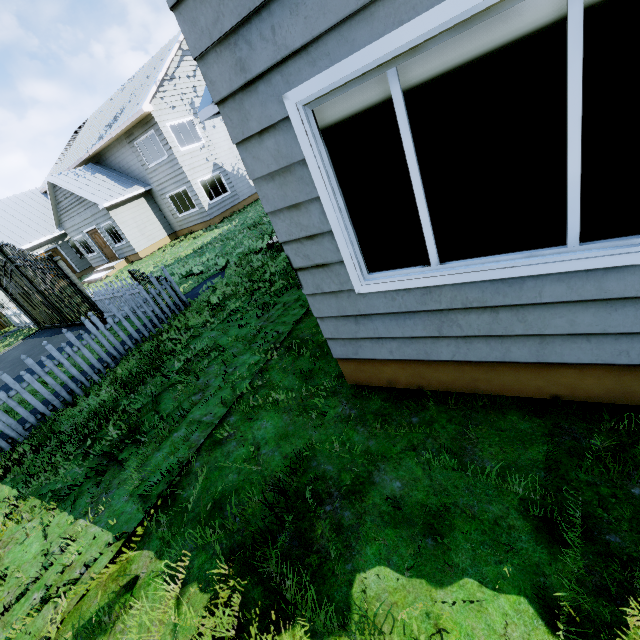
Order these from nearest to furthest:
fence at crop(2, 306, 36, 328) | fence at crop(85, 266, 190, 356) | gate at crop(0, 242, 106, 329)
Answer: fence at crop(85, 266, 190, 356) → gate at crop(0, 242, 106, 329) → fence at crop(2, 306, 36, 328)

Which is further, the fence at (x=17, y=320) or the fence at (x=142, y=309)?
the fence at (x=17, y=320)

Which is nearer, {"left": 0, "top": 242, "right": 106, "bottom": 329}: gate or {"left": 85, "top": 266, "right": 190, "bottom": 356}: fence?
{"left": 85, "top": 266, "right": 190, "bottom": 356}: fence

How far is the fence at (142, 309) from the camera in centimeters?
675cm

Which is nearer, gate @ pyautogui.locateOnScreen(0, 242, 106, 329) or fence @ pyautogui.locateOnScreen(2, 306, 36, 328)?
gate @ pyautogui.locateOnScreen(0, 242, 106, 329)

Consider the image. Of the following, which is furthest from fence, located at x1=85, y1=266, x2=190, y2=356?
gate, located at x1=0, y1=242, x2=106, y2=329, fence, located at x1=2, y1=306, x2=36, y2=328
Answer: gate, located at x1=0, y1=242, x2=106, y2=329

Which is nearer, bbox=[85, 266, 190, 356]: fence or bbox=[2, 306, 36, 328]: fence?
bbox=[85, 266, 190, 356]: fence

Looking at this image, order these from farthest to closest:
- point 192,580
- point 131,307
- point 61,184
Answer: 1. point 61,184
2. point 131,307
3. point 192,580
